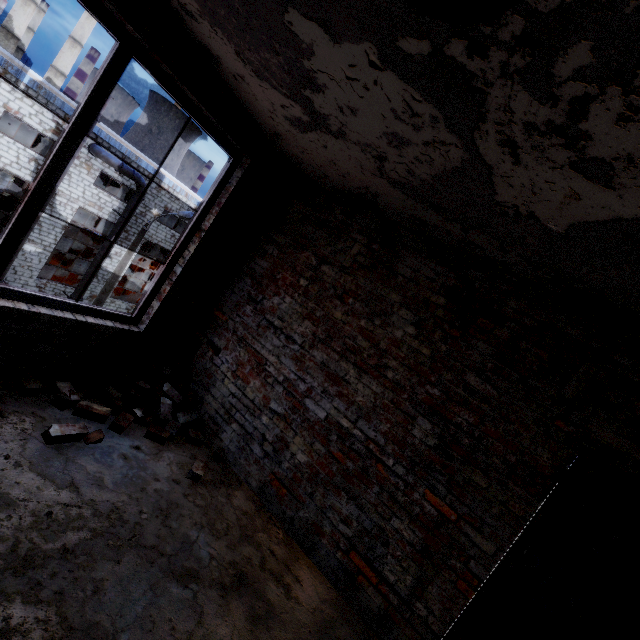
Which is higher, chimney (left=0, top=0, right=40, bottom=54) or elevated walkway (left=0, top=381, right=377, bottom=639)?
chimney (left=0, top=0, right=40, bottom=54)

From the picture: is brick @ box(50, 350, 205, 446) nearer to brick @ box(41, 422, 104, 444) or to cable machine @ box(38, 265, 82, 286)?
brick @ box(41, 422, 104, 444)

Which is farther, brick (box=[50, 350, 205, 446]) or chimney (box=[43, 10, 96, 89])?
chimney (box=[43, 10, 96, 89])

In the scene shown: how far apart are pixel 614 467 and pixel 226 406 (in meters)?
3.51

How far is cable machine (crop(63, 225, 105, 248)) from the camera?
31.44m

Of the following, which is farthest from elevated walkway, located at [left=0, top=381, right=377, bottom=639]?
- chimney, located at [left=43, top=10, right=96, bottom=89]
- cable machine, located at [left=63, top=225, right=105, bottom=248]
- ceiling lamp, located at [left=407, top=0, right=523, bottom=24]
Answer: chimney, located at [left=43, top=10, right=96, bottom=89]

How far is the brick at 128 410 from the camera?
2.9 meters

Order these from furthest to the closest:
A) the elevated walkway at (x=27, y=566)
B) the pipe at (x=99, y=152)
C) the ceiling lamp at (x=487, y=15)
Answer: the pipe at (x=99, y=152) < the elevated walkway at (x=27, y=566) < the ceiling lamp at (x=487, y=15)
